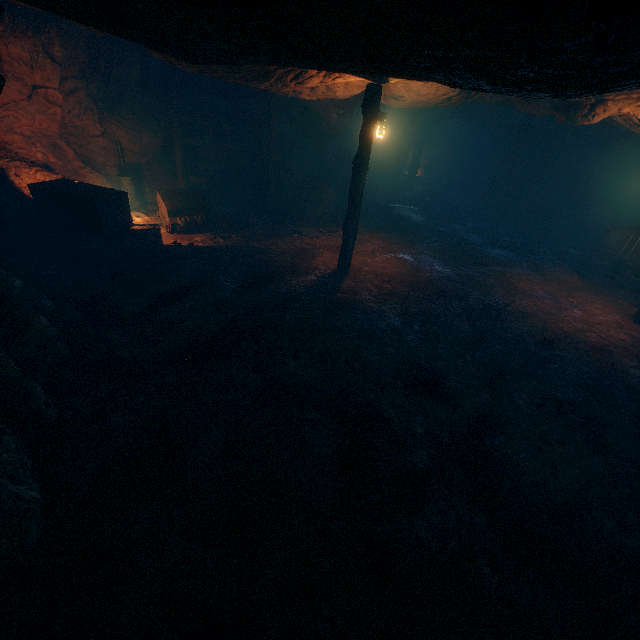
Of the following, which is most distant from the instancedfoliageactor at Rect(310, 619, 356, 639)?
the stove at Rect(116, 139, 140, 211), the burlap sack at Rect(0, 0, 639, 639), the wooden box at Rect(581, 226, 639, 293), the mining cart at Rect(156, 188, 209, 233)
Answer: the wooden box at Rect(581, 226, 639, 293)

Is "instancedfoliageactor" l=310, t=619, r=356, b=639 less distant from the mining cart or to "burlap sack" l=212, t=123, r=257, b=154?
"burlap sack" l=212, t=123, r=257, b=154

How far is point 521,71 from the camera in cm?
259

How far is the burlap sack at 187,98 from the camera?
12.0m

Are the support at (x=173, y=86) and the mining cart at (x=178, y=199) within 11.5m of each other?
yes

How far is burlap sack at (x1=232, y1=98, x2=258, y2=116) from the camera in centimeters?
1263cm

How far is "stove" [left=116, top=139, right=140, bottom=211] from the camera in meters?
11.2 m

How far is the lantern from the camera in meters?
7.6 m
